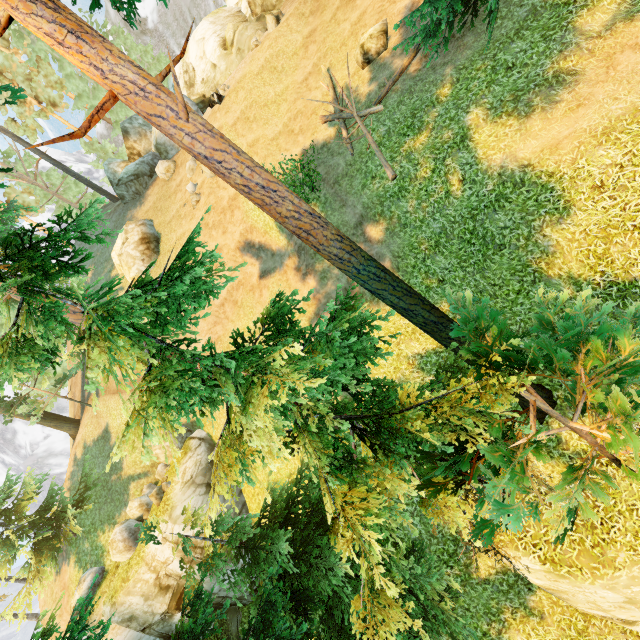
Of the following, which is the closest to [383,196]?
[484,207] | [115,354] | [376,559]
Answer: [484,207]

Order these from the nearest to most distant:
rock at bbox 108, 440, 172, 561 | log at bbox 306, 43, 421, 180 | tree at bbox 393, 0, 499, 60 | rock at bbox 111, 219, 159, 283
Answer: tree at bbox 393, 0, 499, 60 → log at bbox 306, 43, 421, 180 → rock at bbox 108, 440, 172, 561 → rock at bbox 111, 219, 159, 283

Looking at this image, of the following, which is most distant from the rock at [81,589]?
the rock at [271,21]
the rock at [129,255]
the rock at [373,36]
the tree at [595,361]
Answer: the rock at [271,21]

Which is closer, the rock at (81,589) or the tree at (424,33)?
the tree at (424,33)

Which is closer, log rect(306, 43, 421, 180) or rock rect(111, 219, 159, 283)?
log rect(306, 43, 421, 180)

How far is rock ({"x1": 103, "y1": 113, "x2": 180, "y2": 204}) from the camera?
26.3 meters

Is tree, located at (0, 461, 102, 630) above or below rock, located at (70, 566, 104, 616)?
above

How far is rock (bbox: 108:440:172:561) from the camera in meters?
17.1 m
